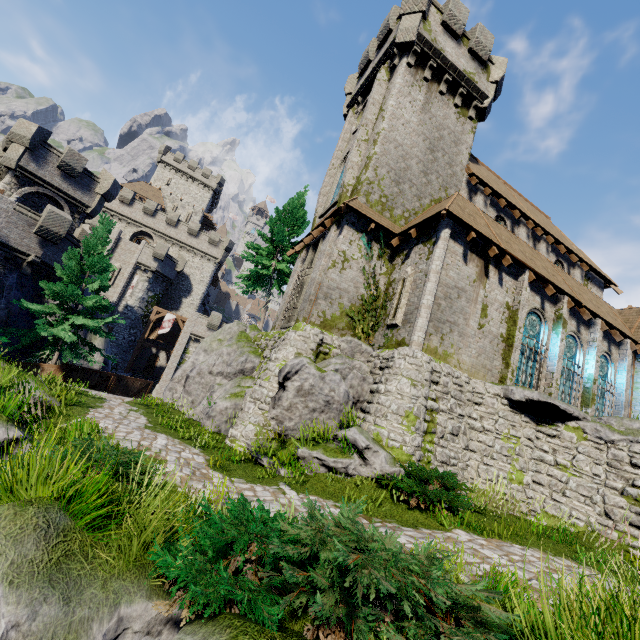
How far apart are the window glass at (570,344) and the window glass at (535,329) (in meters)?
1.54

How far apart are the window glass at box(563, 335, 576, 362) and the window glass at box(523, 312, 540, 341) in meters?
1.5

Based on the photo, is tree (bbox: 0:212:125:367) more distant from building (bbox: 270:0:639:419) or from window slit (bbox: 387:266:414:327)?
window slit (bbox: 387:266:414:327)

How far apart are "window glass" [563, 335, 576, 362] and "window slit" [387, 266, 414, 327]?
8.7m

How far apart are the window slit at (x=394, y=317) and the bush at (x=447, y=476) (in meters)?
5.50

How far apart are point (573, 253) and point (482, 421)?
16.7 meters

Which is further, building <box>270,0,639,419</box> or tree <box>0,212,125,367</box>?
tree <box>0,212,125,367</box>

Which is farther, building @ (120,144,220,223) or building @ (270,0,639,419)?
building @ (120,144,220,223)
